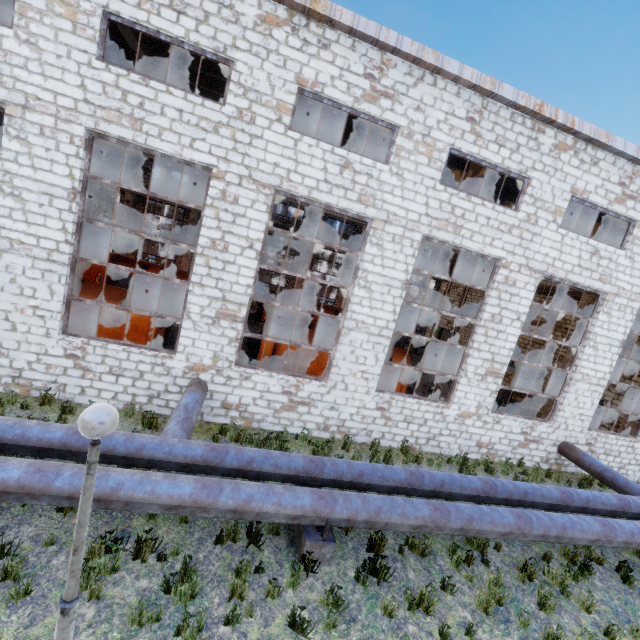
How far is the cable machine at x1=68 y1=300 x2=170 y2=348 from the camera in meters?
10.9

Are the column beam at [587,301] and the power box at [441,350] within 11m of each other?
no

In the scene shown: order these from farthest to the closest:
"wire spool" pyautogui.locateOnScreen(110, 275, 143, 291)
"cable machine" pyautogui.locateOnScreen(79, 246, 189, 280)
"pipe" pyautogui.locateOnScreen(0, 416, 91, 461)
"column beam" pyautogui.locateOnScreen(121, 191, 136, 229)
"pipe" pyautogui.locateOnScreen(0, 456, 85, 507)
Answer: "column beam" pyautogui.locateOnScreen(121, 191, 136, 229) → "cable machine" pyautogui.locateOnScreen(79, 246, 189, 280) → "wire spool" pyautogui.locateOnScreen(110, 275, 143, 291) → "pipe" pyautogui.locateOnScreen(0, 416, 91, 461) → "pipe" pyautogui.locateOnScreen(0, 456, 85, 507)

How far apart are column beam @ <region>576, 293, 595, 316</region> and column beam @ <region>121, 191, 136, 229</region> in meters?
27.2

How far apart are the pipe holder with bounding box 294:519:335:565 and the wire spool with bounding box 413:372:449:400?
8.4 meters

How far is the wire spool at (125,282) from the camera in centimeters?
1827cm

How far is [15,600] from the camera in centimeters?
421cm

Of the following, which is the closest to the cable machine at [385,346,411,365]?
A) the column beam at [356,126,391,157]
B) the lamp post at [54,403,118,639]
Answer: the column beam at [356,126,391,157]
